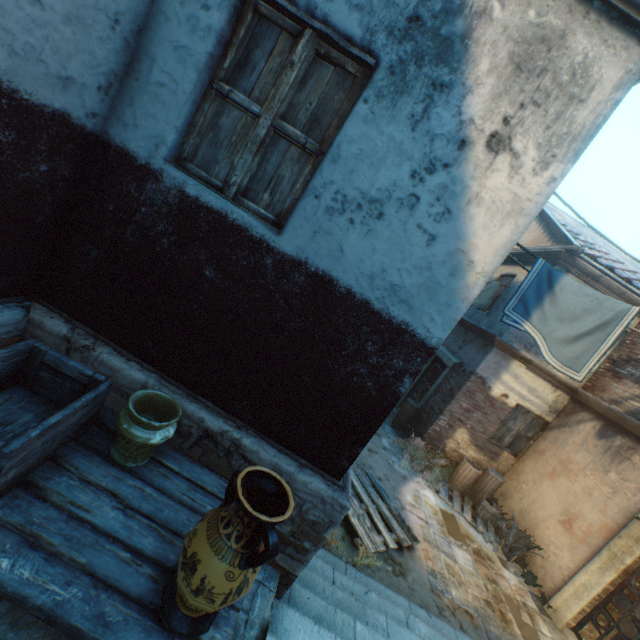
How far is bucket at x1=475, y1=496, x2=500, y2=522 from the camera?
7.61m

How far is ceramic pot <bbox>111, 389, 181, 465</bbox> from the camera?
1.97m

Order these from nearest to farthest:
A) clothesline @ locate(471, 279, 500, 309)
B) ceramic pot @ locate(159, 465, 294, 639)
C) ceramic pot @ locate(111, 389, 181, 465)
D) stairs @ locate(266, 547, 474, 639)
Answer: ceramic pot @ locate(159, 465, 294, 639)
ceramic pot @ locate(111, 389, 181, 465)
stairs @ locate(266, 547, 474, 639)
clothesline @ locate(471, 279, 500, 309)

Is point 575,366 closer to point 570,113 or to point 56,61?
point 570,113

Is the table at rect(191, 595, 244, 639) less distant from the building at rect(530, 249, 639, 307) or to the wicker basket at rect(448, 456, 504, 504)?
the building at rect(530, 249, 639, 307)

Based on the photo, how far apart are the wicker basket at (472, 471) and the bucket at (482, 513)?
0.4m

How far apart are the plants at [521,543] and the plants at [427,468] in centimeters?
127cm

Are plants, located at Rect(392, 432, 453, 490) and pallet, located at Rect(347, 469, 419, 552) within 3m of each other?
yes
